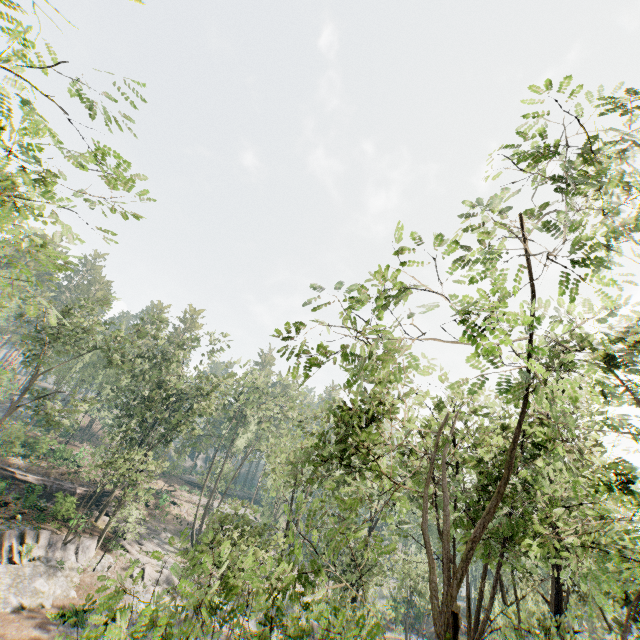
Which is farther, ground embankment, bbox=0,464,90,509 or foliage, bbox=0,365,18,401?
ground embankment, bbox=0,464,90,509

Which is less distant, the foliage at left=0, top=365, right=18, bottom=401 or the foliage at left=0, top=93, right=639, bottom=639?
the foliage at left=0, top=93, right=639, bottom=639

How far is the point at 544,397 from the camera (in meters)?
9.57

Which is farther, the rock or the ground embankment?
the ground embankment

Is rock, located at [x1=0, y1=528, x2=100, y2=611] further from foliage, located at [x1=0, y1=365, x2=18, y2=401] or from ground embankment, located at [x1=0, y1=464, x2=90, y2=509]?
ground embankment, located at [x1=0, y1=464, x2=90, y2=509]

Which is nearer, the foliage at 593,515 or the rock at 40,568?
the foliage at 593,515

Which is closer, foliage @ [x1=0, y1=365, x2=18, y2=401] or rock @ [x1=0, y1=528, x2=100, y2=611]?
foliage @ [x1=0, y1=365, x2=18, y2=401]
